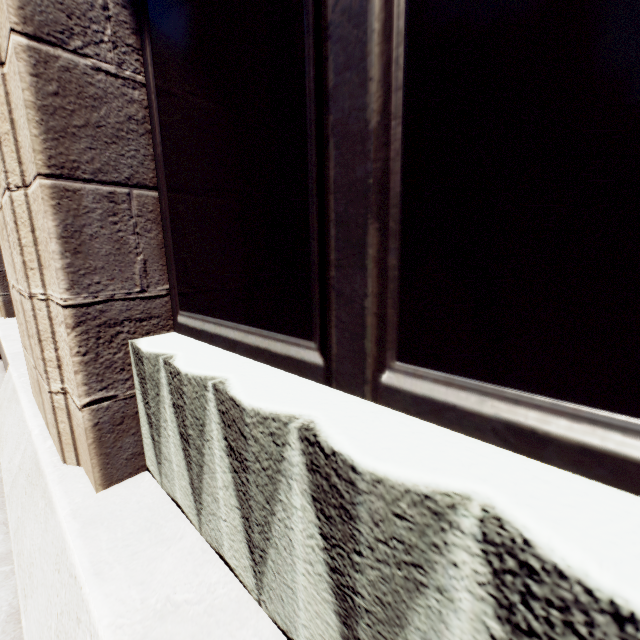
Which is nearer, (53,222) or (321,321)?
(321,321)
